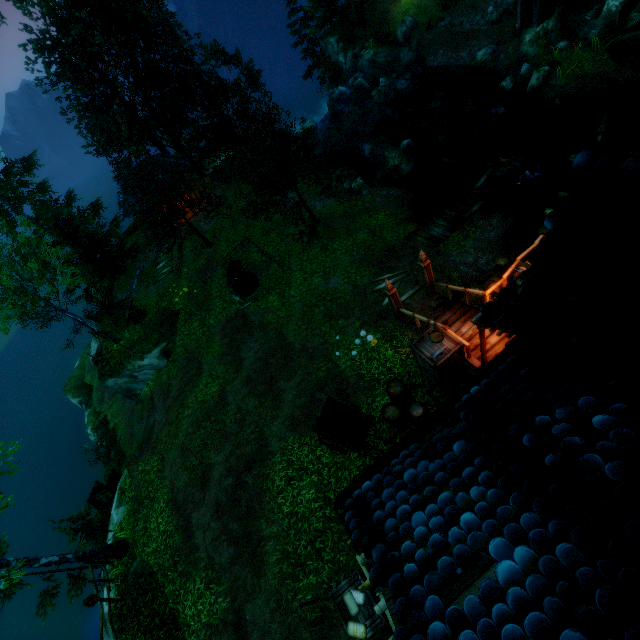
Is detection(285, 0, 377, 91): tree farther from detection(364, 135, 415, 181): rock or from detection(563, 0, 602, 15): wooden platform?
detection(563, 0, 602, 15): wooden platform

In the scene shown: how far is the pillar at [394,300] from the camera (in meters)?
11.34

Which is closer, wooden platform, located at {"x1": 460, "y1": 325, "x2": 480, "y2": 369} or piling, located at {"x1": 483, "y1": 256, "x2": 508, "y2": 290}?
wooden platform, located at {"x1": 460, "y1": 325, "x2": 480, "y2": 369}

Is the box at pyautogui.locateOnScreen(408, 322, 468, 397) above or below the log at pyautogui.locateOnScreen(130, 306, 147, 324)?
above

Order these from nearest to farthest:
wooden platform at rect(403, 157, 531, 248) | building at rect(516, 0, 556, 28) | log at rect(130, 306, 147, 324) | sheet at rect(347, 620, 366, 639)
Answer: building at rect(516, 0, 556, 28) → sheet at rect(347, 620, 366, 639) → wooden platform at rect(403, 157, 531, 248) → log at rect(130, 306, 147, 324)

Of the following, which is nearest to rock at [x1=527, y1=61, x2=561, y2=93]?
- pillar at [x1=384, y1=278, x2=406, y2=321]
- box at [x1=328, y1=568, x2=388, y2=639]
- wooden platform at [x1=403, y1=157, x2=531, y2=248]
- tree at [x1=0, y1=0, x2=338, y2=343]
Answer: wooden platform at [x1=403, y1=157, x2=531, y2=248]

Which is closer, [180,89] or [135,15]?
[135,15]

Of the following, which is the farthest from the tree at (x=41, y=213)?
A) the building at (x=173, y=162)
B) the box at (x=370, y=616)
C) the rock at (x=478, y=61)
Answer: the box at (x=370, y=616)
